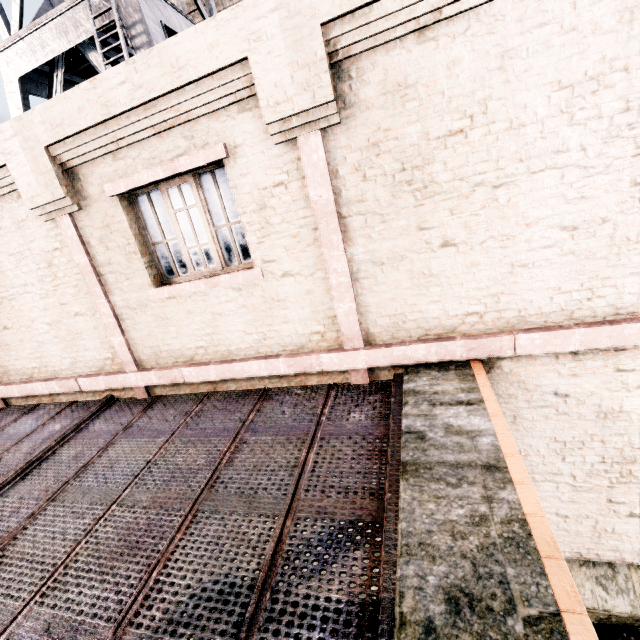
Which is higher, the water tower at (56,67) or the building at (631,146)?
the water tower at (56,67)

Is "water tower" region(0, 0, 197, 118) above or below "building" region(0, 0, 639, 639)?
above

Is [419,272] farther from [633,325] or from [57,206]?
[57,206]

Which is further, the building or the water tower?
the water tower

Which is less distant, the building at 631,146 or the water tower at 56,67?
the building at 631,146
